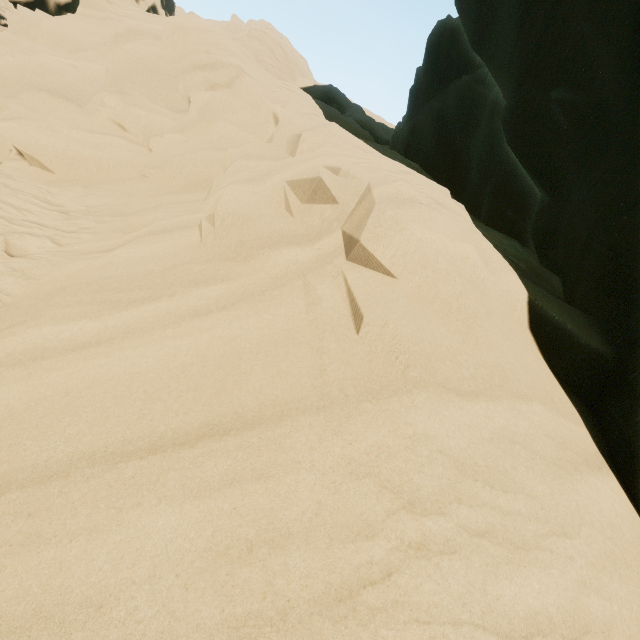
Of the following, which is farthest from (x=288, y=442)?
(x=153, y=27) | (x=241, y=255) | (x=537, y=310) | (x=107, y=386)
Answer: (x=153, y=27)
